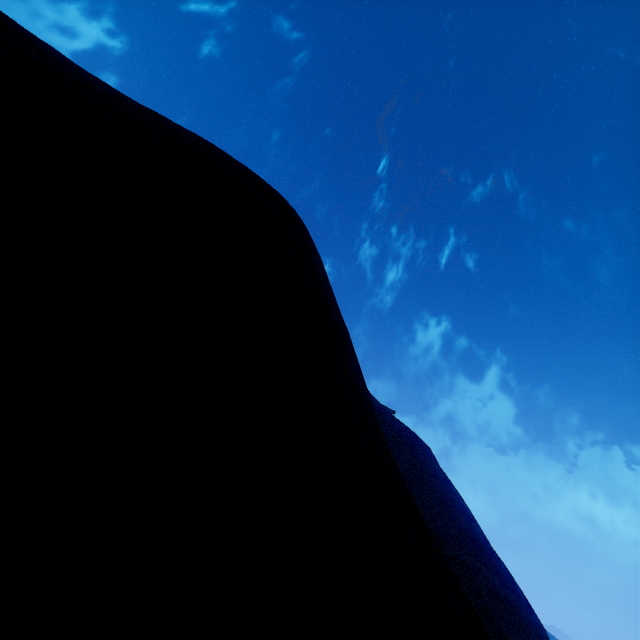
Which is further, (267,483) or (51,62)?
(51,62)
